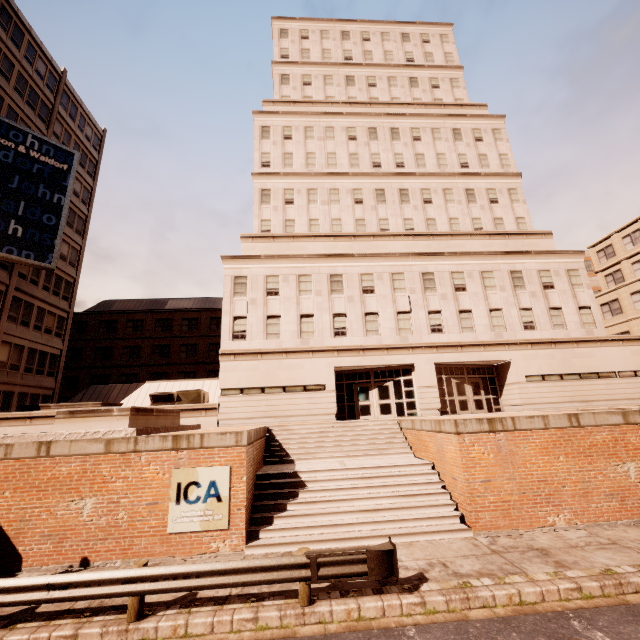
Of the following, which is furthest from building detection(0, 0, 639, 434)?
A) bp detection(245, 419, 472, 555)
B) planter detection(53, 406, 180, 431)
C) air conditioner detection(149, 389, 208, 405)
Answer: bp detection(245, 419, 472, 555)

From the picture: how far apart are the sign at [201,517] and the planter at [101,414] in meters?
2.6 m

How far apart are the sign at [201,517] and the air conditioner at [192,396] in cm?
1267

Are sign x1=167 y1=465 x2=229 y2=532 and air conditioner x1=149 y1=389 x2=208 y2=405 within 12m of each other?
no

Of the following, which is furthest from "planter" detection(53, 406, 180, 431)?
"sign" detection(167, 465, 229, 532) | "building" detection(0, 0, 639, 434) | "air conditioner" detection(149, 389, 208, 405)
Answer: "air conditioner" detection(149, 389, 208, 405)

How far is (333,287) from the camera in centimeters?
2350cm

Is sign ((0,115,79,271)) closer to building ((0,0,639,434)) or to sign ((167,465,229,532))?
building ((0,0,639,434))

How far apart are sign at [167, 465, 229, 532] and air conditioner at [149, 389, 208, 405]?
12.7 meters
